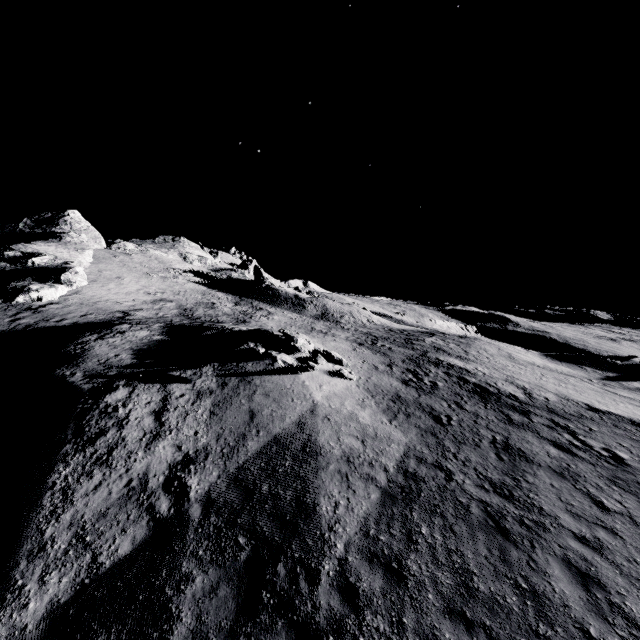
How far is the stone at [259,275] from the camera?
51.3m

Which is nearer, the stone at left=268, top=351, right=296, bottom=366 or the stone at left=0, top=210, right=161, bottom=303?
the stone at left=268, top=351, right=296, bottom=366

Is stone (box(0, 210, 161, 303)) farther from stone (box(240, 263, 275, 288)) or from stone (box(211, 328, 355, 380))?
stone (box(240, 263, 275, 288))

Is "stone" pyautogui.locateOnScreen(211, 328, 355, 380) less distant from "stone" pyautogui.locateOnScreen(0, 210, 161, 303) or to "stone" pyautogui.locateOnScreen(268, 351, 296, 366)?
"stone" pyautogui.locateOnScreen(268, 351, 296, 366)

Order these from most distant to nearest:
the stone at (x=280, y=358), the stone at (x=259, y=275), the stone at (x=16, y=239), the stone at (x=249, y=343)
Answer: the stone at (x=259, y=275) → the stone at (x=16, y=239) → the stone at (x=249, y=343) → the stone at (x=280, y=358)

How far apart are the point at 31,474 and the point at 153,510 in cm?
335

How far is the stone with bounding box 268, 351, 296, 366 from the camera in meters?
14.1 m

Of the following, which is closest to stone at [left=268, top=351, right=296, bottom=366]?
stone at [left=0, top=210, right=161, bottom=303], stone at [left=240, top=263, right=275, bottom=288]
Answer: stone at [left=0, top=210, right=161, bottom=303]
